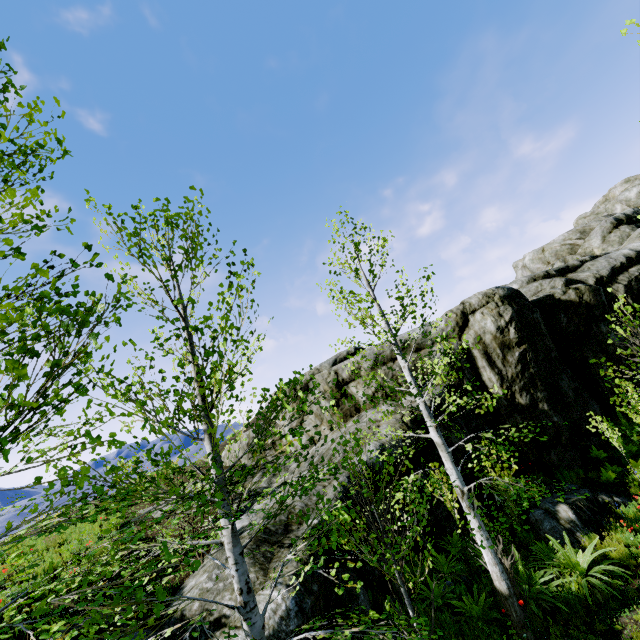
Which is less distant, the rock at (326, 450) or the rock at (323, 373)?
the rock at (326, 450)

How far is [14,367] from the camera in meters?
2.3

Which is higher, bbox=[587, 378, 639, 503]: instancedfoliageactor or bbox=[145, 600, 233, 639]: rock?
bbox=[145, 600, 233, 639]: rock

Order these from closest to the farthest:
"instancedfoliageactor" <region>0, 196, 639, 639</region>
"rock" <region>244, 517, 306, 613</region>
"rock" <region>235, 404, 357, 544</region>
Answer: "instancedfoliageactor" <region>0, 196, 639, 639</region> → "rock" <region>244, 517, 306, 613</region> → "rock" <region>235, 404, 357, 544</region>

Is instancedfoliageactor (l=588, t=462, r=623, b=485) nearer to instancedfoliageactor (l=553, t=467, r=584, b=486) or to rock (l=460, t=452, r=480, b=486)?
rock (l=460, t=452, r=480, b=486)

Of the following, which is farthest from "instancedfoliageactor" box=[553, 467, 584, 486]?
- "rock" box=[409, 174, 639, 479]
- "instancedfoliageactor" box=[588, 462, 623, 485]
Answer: "instancedfoliageactor" box=[588, 462, 623, 485]
